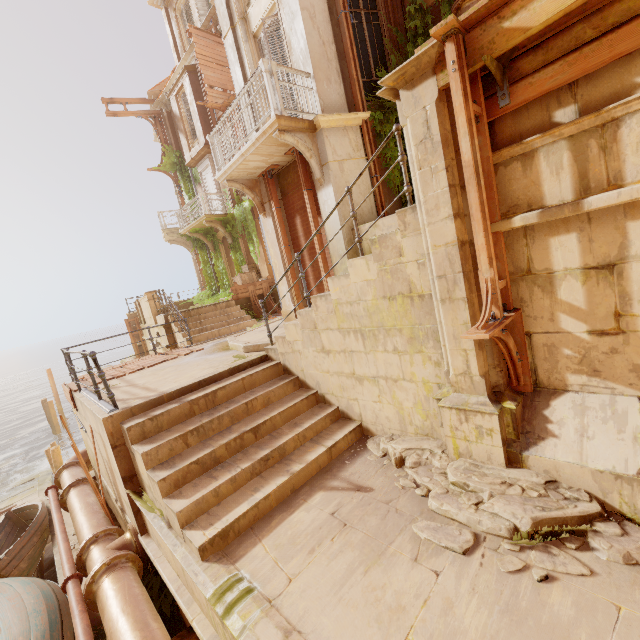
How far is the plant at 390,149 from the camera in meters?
7.5 m

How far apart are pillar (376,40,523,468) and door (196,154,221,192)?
16.4m

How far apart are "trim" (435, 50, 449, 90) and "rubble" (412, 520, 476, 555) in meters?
3.5

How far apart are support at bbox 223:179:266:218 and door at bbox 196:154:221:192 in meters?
9.9

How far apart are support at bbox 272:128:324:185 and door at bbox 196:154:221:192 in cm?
1251

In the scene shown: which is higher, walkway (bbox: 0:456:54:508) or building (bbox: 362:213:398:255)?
building (bbox: 362:213:398:255)

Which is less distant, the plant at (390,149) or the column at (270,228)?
the plant at (390,149)

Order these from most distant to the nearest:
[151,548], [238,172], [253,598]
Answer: [238,172], [151,548], [253,598]
